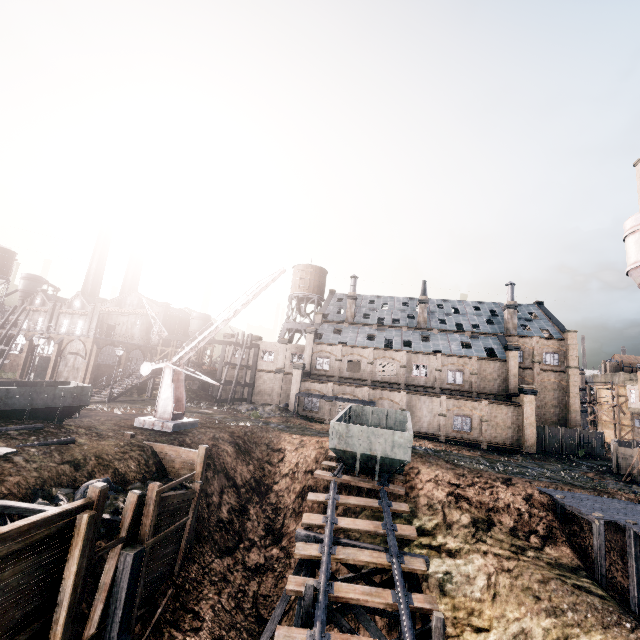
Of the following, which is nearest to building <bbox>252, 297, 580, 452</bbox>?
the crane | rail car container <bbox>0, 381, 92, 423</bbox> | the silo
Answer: the silo

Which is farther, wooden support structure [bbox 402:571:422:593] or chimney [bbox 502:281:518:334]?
chimney [bbox 502:281:518:334]

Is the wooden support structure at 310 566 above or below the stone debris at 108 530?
below

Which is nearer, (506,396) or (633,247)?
(633,247)

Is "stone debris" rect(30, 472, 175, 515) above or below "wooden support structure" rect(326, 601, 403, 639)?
above

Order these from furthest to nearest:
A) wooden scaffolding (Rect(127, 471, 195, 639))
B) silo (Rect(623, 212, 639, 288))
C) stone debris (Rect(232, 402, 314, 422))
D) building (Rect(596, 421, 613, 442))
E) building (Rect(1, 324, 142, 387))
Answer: building (Rect(596, 421, 613, 442))
building (Rect(1, 324, 142, 387))
stone debris (Rect(232, 402, 314, 422))
silo (Rect(623, 212, 639, 288))
wooden scaffolding (Rect(127, 471, 195, 639))

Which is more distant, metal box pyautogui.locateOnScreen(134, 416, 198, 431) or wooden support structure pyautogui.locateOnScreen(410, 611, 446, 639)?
metal box pyautogui.locateOnScreen(134, 416, 198, 431)

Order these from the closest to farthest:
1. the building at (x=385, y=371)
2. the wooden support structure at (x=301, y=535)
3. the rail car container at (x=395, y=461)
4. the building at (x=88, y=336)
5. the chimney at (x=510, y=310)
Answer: the wooden support structure at (x=301, y=535), the rail car container at (x=395, y=461), the building at (x=385, y=371), the chimney at (x=510, y=310), the building at (x=88, y=336)
